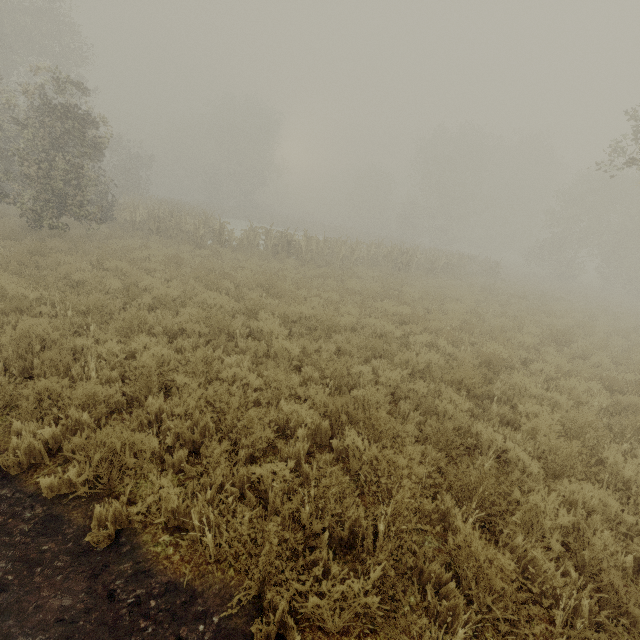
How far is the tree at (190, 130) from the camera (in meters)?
58.73

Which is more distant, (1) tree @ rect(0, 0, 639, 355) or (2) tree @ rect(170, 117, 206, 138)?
(2) tree @ rect(170, 117, 206, 138)

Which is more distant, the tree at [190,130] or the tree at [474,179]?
the tree at [190,130]

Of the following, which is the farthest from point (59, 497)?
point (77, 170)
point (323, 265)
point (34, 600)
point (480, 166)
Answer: point (480, 166)

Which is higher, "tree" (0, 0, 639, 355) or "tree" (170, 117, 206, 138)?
"tree" (170, 117, 206, 138)

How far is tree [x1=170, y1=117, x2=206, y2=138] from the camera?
58.73m
